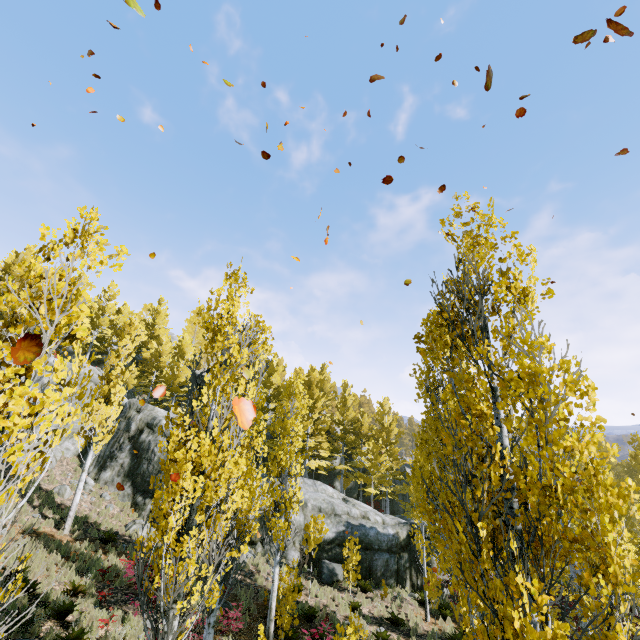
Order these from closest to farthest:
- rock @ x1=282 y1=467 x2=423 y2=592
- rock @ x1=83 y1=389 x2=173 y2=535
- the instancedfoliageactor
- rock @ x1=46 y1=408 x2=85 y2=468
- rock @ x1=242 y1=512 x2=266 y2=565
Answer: the instancedfoliageactor → rock @ x1=242 y1=512 x2=266 y2=565 → rock @ x1=282 y1=467 x2=423 y2=592 → rock @ x1=83 y1=389 x2=173 y2=535 → rock @ x1=46 y1=408 x2=85 y2=468

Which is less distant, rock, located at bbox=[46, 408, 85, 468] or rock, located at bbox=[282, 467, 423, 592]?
rock, located at bbox=[282, 467, 423, 592]

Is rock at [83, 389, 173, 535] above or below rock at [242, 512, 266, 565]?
above

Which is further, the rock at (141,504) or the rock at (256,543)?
the rock at (141,504)

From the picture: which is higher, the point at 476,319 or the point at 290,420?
the point at 476,319

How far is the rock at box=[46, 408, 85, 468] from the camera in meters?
20.6 m

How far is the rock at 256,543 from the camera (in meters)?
17.34

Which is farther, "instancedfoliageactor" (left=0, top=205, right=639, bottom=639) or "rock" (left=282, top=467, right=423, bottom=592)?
"rock" (left=282, top=467, right=423, bottom=592)
